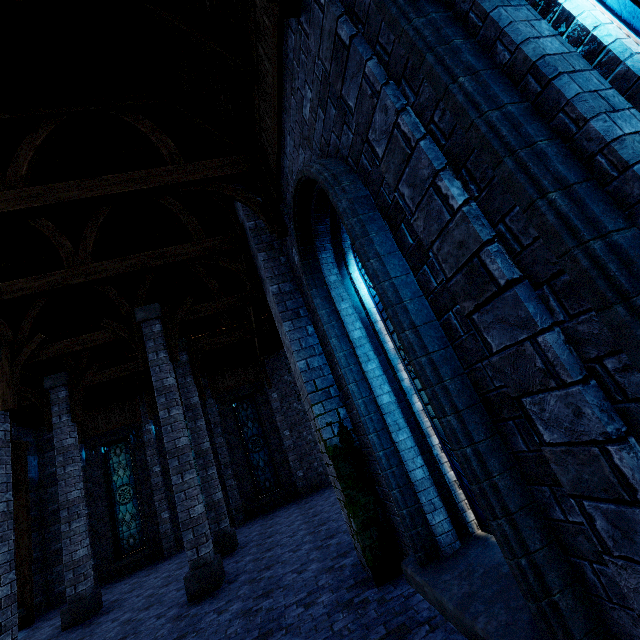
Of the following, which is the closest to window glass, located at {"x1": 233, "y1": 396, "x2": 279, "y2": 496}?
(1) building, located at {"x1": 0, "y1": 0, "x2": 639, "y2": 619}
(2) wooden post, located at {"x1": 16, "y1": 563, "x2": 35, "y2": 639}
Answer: (1) building, located at {"x1": 0, "y1": 0, "x2": 639, "y2": 619}

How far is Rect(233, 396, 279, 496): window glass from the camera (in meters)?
15.29

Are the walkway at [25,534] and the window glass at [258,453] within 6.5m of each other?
no

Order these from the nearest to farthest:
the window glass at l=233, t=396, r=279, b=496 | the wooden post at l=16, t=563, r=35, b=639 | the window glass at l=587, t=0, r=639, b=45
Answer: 1. the window glass at l=587, t=0, r=639, b=45
2. the wooden post at l=16, t=563, r=35, b=639
3. the window glass at l=233, t=396, r=279, b=496

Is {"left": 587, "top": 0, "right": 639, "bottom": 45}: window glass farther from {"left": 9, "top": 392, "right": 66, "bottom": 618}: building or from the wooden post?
the wooden post

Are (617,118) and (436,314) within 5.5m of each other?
yes

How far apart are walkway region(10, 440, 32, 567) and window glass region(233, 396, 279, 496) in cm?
820

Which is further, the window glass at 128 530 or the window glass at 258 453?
the window glass at 258 453
